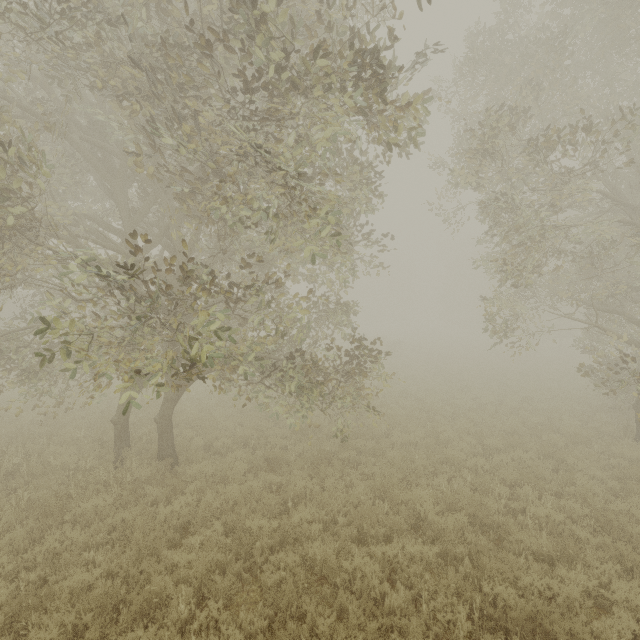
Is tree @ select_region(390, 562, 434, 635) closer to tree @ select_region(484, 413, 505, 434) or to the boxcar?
tree @ select_region(484, 413, 505, 434)

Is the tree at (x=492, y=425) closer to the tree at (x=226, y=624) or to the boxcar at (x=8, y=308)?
the tree at (x=226, y=624)

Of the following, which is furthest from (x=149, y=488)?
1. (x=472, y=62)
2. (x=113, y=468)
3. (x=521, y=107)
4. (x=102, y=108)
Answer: (x=521, y=107)

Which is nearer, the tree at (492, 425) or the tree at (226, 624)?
the tree at (226, 624)

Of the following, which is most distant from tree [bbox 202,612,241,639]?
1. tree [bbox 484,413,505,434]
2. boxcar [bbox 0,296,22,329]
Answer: boxcar [bbox 0,296,22,329]

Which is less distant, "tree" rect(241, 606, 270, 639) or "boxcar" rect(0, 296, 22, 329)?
"tree" rect(241, 606, 270, 639)

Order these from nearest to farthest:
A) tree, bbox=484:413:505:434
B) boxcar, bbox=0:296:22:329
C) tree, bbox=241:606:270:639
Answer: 1. tree, bbox=241:606:270:639
2. tree, bbox=484:413:505:434
3. boxcar, bbox=0:296:22:329
